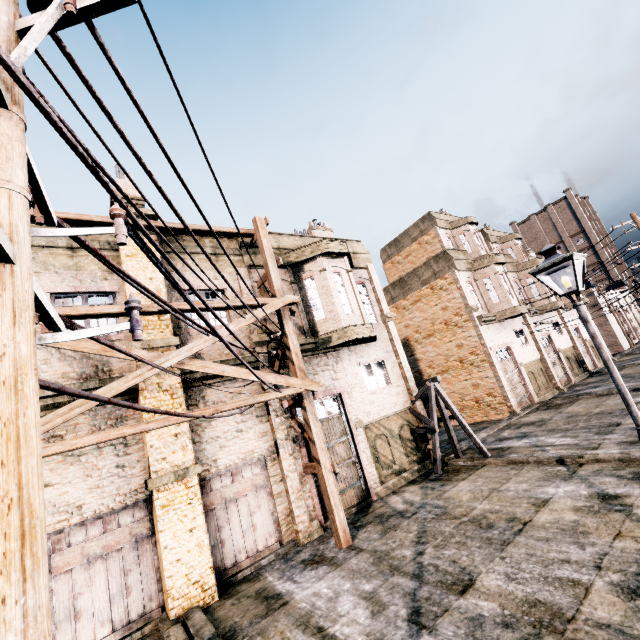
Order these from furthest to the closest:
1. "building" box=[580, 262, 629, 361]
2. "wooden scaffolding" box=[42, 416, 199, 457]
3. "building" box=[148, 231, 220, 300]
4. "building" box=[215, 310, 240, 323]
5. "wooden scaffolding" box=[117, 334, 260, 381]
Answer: "building" box=[580, 262, 629, 361] → "building" box=[215, 310, 240, 323] → "building" box=[148, 231, 220, 300] → "wooden scaffolding" box=[117, 334, 260, 381] → "wooden scaffolding" box=[42, 416, 199, 457]

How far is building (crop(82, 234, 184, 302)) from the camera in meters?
10.8 m

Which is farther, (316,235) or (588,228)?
(588,228)

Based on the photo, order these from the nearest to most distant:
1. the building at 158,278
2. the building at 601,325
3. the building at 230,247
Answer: the building at 158,278 < the building at 230,247 < the building at 601,325

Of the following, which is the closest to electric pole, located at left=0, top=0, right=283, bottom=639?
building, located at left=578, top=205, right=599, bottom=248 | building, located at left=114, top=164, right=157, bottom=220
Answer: building, located at left=114, top=164, right=157, bottom=220

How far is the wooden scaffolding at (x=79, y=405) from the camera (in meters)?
6.98

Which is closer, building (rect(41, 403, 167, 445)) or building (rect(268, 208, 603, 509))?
building (rect(41, 403, 167, 445))

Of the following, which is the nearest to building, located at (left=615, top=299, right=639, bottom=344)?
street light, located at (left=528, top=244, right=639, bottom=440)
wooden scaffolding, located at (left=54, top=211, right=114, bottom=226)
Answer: wooden scaffolding, located at (left=54, top=211, right=114, bottom=226)
